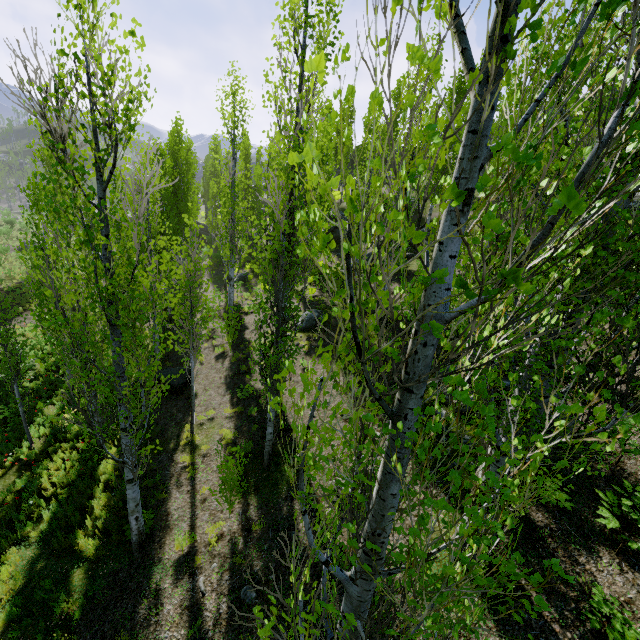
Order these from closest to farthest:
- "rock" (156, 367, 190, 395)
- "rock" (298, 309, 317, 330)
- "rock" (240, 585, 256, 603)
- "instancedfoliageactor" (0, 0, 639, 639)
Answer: "instancedfoliageactor" (0, 0, 639, 639)
"rock" (240, 585, 256, 603)
"rock" (156, 367, 190, 395)
"rock" (298, 309, 317, 330)

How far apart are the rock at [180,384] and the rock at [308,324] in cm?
499

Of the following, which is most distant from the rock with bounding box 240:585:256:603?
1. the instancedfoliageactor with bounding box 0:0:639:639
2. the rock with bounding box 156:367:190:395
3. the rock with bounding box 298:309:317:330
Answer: the rock with bounding box 156:367:190:395

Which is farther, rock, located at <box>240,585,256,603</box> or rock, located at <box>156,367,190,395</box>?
rock, located at <box>156,367,190,395</box>

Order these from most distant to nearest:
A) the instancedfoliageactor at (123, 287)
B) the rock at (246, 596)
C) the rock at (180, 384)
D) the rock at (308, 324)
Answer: the rock at (308, 324)
the rock at (180, 384)
the rock at (246, 596)
the instancedfoliageactor at (123, 287)

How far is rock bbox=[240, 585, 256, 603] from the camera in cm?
653

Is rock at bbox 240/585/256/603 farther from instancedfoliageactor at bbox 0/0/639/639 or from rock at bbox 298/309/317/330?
rock at bbox 298/309/317/330

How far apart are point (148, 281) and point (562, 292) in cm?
553
